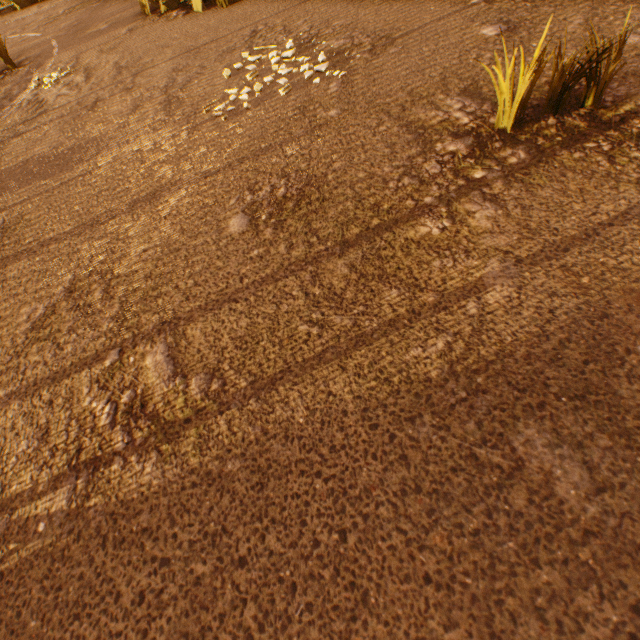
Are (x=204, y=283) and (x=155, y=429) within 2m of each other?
yes

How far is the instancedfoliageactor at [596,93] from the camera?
1.5m

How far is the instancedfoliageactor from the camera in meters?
1.5 m
